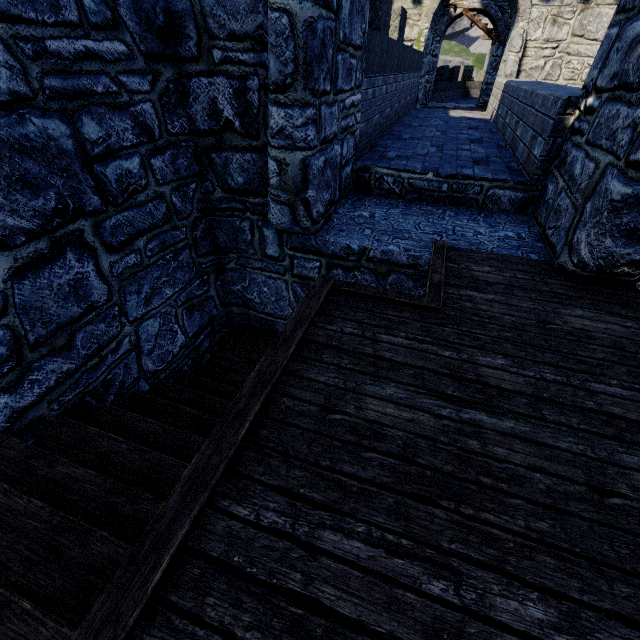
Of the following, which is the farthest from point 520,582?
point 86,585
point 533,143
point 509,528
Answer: point 533,143
